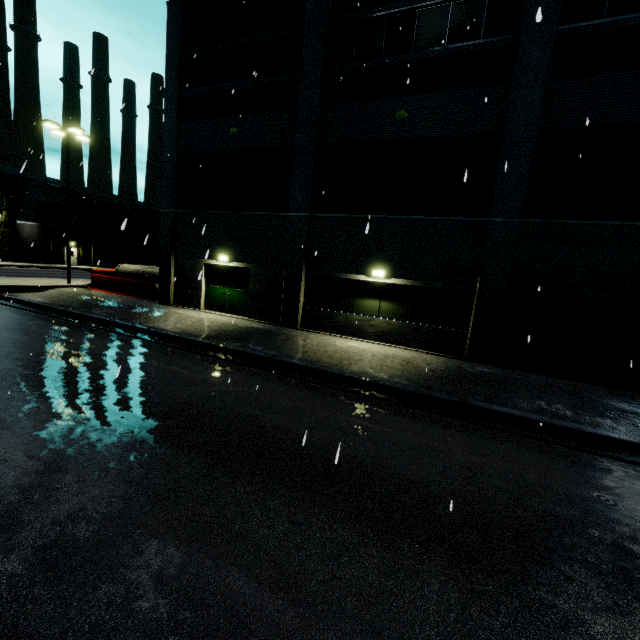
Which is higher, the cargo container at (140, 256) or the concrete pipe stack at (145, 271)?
the cargo container at (140, 256)

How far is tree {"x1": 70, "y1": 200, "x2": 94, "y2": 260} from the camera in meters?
43.4

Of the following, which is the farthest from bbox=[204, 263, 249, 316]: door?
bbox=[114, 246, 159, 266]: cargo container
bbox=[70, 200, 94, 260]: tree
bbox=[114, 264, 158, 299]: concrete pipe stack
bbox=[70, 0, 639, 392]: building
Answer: bbox=[70, 200, 94, 260]: tree

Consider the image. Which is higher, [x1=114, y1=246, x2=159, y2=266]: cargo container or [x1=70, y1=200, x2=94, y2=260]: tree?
[x1=70, y1=200, x2=94, y2=260]: tree

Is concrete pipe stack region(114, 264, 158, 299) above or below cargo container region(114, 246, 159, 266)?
below

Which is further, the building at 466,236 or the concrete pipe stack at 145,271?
the concrete pipe stack at 145,271

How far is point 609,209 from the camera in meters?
10.0 m

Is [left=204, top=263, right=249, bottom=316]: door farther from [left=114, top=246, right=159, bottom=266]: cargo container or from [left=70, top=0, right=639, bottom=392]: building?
[left=114, top=246, right=159, bottom=266]: cargo container
